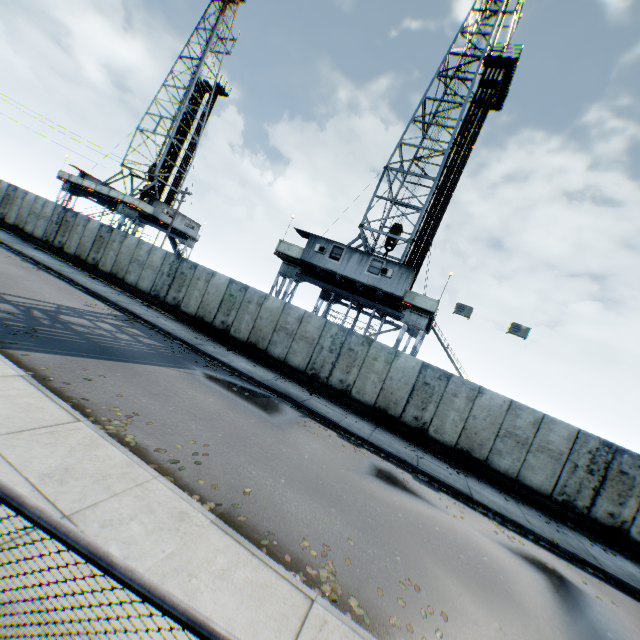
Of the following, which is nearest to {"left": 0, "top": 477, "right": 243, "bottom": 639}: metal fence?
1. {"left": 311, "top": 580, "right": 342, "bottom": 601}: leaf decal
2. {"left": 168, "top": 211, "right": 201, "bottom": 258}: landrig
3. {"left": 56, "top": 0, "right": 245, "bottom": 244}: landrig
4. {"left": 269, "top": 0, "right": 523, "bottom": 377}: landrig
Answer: {"left": 311, "top": 580, "right": 342, "bottom": 601}: leaf decal

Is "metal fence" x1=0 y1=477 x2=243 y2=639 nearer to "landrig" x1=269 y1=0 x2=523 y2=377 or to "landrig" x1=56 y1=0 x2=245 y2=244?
"landrig" x1=269 y1=0 x2=523 y2=377

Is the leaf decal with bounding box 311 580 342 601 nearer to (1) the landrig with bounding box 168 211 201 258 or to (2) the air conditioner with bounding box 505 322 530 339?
(2) the air conditioner with bounding box 505 322 530 339

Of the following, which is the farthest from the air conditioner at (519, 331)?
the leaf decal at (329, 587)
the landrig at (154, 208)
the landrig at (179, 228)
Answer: the landrig at (154, 208)

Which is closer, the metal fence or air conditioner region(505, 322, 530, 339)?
the metal fence

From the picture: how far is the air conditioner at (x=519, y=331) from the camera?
15.90m

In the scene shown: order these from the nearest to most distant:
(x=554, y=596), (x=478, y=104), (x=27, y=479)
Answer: (x=27, y=479) → (x=554, y=596) → (x=478, y=104)
